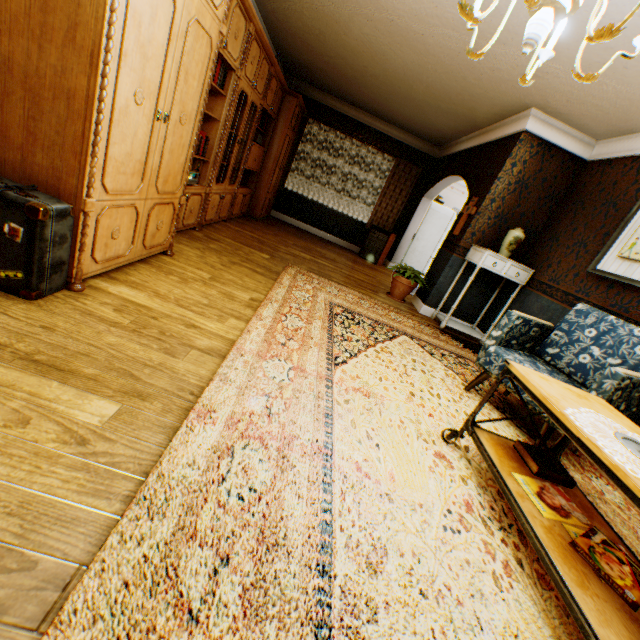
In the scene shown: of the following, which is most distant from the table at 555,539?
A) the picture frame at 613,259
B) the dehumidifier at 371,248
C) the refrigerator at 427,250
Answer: the refrigerator at 427,250

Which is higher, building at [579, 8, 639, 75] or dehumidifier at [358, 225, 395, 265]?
building at [579, 8, 639, 75]

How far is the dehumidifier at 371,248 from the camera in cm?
835

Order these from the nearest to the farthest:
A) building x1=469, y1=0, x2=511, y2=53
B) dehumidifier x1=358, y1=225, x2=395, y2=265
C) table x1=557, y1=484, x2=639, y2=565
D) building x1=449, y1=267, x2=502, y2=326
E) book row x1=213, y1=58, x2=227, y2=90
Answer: table x1=557, y1=484, x2=639, y2=565, building x1=469, y1=0, x2=511, y2=53, book row x1=213, y1=58, x2=227, y2=90, building x1=449, y1=267, x2=502, y2=326, dehumidifier x1=358, y1=225, x2=395, y2=265

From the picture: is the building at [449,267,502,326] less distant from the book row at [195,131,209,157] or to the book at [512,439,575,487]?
the book row at [195,131,209,157]

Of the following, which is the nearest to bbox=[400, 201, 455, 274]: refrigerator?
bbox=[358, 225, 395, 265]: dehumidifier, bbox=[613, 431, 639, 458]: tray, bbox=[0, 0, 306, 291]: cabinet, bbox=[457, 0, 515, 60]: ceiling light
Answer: bbox=[358, 225, 395, 265]: dehumidifier

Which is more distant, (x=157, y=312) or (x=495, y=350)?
(x=495, y=350)

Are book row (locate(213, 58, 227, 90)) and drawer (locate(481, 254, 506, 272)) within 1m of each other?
no
